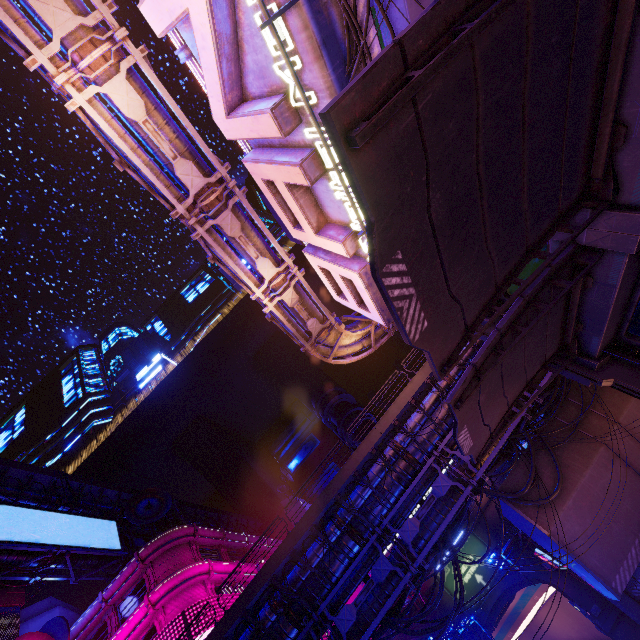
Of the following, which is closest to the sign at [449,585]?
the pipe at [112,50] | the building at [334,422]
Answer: the pipe at [112,50]

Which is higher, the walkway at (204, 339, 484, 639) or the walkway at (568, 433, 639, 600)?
the walkway at (204, 339, 484, 639)

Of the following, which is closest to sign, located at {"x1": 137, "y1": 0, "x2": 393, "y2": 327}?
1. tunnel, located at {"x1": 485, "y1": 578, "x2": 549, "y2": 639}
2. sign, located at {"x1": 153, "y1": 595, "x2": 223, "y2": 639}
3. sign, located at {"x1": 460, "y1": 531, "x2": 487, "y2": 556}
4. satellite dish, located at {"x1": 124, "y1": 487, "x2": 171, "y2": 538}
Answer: sign, located at {"x1": 153, "y1": 595, "x2": 223, "y2": 639}

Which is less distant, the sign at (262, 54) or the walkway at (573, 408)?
the sign at (262, 54)

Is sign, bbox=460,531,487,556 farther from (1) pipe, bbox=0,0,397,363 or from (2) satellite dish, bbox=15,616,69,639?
(2) satellite dish, bbox=15,616,69,639

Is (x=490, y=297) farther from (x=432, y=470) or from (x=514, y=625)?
(x=514, y=625)

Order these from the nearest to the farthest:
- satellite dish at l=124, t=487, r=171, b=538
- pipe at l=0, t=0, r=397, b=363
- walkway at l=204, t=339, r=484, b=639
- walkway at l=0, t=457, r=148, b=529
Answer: pipe at l=0, t=0, r=397, b=363 < walkway at l=204, t=339, r=484, b=639 < walkway at l=0, t=457, r=148, b=529 < satellite dish at l=124, t=487, r=171, b=538

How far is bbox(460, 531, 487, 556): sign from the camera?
40.8 meters
